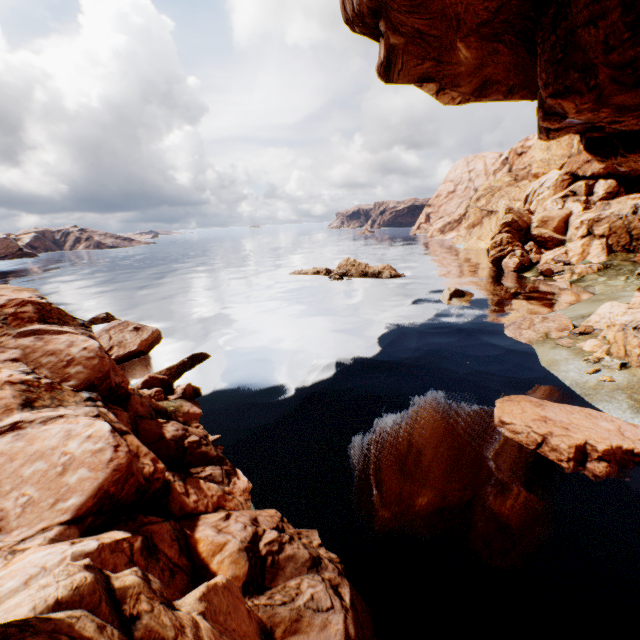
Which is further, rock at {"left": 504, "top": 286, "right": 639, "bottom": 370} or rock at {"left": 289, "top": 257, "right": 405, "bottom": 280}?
rock at {"left": 289, "top": 257, "right": 405, "bottom": 280}

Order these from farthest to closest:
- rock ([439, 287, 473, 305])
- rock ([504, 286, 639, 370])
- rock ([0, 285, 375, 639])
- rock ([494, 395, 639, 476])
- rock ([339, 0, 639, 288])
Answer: rock ([439, 287, 473, 305]) < rock ([504, 286, 639, 370]) < rock ([339, 0, 639, 288]) < rock ([494, 395, 639, 476]) < rock ([0, 285, 375, 639])

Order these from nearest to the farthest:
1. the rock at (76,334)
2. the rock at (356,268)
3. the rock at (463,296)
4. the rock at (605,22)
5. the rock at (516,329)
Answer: the rock at (76,334) < the rock at (605,22) < the rock at (516,329) < the rock at (463,296) < the rock at (356,268)

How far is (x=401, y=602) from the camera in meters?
7.2 m

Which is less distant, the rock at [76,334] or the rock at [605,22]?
the rock at [76,334]

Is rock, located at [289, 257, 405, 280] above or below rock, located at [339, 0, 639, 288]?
below

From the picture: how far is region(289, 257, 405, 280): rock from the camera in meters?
43.2
